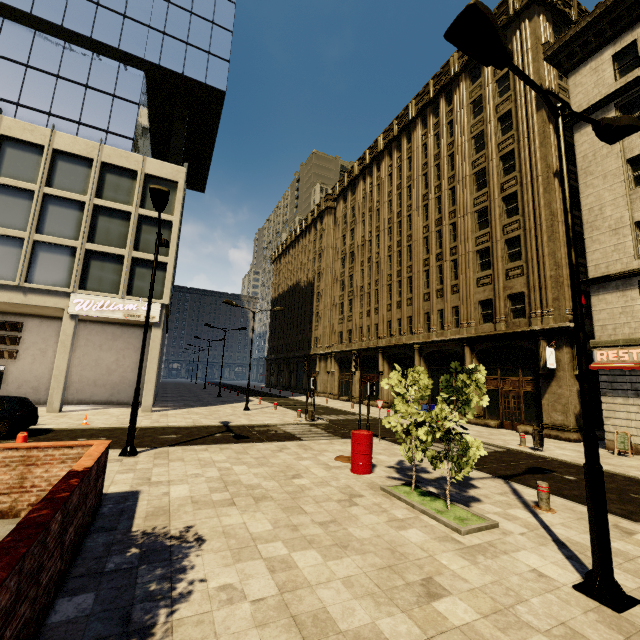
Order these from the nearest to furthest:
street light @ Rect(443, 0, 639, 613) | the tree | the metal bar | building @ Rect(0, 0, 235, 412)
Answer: street light @ Rect(443, 0, 639, 613) → the tree → the metal bar → building @ Rect(0, 0, 235, 412)

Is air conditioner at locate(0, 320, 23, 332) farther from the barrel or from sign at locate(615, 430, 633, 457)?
sign at locate(615, 430, 633, 457)

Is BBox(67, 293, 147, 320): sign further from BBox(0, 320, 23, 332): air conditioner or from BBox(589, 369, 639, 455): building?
BBox(0, 320, 23, 332): air conditioner

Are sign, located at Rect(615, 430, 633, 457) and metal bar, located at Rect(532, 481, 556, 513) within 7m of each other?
no

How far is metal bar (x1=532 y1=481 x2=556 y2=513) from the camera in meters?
7.1 m

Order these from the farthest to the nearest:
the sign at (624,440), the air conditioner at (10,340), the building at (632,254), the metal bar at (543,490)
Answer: the air conditioner at (10,340) < the building at (632,254) < the sign at (624,440) < the metal bar at (543,490)

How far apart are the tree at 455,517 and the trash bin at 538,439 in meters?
8.3

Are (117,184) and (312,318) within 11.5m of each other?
no
